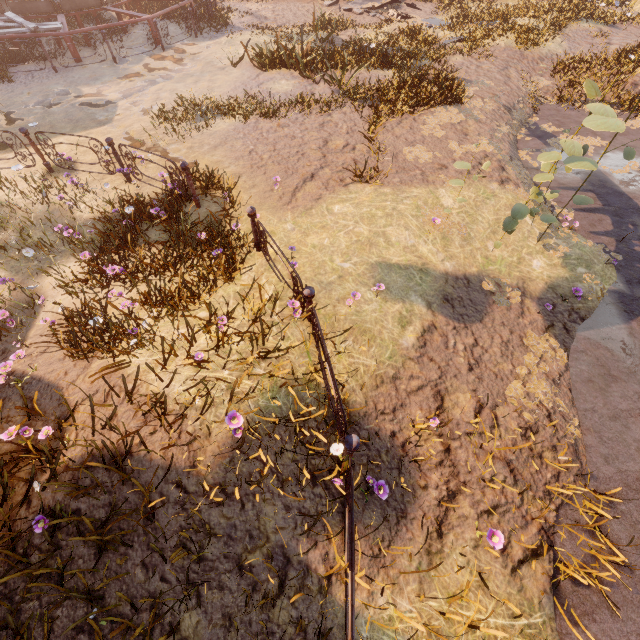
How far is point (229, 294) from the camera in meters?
5.1 m

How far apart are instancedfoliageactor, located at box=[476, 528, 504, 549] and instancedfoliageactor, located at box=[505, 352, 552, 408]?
1.7 meters

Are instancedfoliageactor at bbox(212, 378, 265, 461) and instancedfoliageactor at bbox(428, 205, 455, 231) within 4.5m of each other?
no

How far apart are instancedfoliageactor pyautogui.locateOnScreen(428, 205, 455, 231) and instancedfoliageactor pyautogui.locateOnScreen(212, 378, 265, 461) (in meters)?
5.17

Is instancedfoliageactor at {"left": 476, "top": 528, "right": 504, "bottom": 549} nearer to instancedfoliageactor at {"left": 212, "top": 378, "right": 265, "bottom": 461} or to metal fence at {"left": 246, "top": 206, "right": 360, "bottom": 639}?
metal fence at {"left": 246, "top": 206, "right": 360, "bottom": 639}

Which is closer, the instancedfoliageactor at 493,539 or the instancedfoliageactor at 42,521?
the instancedfoliageactor at 42,521

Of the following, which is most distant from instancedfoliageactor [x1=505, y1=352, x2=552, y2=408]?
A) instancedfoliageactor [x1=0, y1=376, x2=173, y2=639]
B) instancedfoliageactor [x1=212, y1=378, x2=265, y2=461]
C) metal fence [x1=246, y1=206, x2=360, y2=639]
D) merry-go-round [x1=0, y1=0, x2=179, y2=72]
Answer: merry-go-round [x1=0, y1=0, x2=179, y2=72]

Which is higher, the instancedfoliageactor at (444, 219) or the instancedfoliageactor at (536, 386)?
the instancedfoliageactor at (444, 219)
